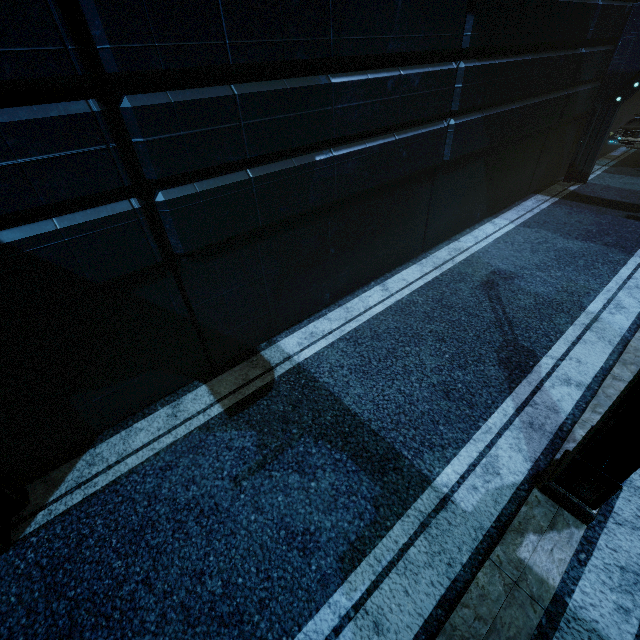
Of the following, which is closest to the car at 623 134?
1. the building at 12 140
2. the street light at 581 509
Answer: the building at 12 140

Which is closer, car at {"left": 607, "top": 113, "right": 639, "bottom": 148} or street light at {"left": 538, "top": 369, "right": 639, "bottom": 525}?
street light at {"left": 538, "top": 369, "right": 639, "bottom": 525}

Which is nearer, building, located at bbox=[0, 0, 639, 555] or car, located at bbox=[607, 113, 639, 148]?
building, located at bbox=[0, 0, 639, 555]

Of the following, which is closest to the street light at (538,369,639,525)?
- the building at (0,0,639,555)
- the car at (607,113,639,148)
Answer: the building at (0,0,639,555)

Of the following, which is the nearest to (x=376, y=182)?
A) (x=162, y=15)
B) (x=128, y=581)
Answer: (x=162, y=15)

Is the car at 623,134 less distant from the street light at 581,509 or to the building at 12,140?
the building at 12,140
